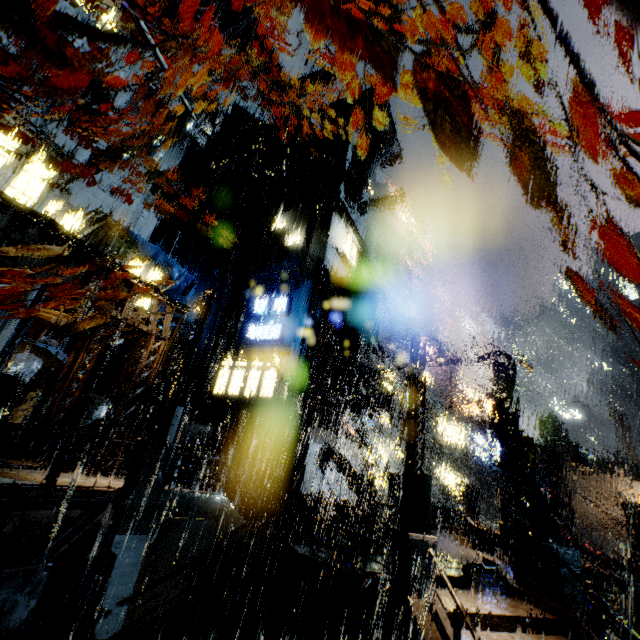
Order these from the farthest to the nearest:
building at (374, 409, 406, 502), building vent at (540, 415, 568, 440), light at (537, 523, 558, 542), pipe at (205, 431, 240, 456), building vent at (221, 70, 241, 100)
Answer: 1. building vent at (540, 415, 568, 440)
2. building at (374, 409, 406, 502)
3. building vent at (221, 70, 241, 100)
4. pipe at (205, 431, 240, 456)
5. light at (537, 523, 558, 542)

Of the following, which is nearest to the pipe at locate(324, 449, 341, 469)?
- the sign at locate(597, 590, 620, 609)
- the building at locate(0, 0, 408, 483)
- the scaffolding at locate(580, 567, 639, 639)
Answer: the building at locate(0, 0, 408, 483)

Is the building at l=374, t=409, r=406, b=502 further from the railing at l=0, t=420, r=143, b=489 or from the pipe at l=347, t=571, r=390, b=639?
the railing at l=0, t=420, r=143, b=489

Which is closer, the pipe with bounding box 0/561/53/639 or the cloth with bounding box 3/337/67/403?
the pipe with bounding box 0/561/53/639

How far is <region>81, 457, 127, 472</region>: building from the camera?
12.2 meters

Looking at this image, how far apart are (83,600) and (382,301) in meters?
23.0

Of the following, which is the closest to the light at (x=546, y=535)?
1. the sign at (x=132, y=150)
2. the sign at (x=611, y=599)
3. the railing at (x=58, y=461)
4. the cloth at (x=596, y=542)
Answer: the sign at (x=611, y=599)

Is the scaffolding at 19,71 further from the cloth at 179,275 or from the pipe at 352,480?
the pipe at 352,480
